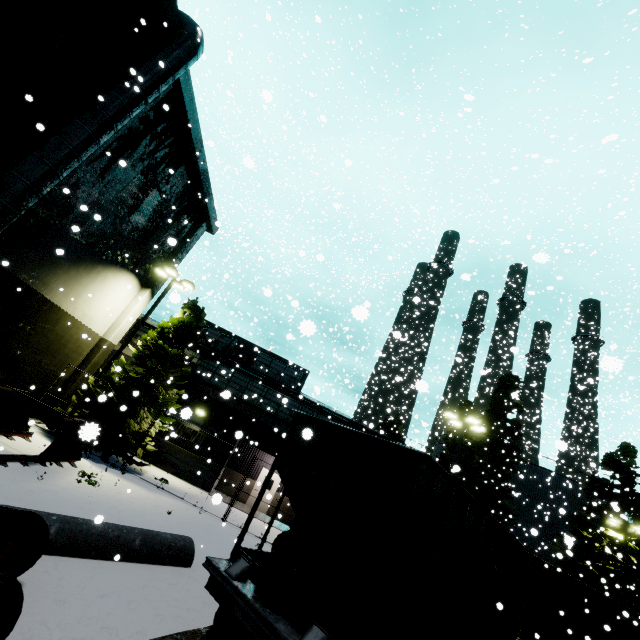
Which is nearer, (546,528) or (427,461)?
(427,461)

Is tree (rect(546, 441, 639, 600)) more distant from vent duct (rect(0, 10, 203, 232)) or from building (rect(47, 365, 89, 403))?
vent duct (rect(0, 10, 203, 232))

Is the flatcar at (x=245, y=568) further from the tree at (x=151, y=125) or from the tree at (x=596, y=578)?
the tree at (x=596, y=578)

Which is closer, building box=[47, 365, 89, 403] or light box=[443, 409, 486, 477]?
building box=[47, 365, 89, 403]

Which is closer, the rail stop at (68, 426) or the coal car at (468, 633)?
the coal car at (468, 633)

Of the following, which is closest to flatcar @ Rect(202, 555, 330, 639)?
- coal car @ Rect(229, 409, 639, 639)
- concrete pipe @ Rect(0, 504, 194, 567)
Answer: coal car @ Rect(229, 409, 639, 639)

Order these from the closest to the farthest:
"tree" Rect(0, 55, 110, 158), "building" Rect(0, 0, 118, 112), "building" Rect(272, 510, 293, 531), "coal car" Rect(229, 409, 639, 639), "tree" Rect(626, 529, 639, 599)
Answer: "coal car" Rect(229, 409, 639, 639)
"building" Rect(0, 0, 118, 112)
"tree" Rect(0, 55, 110, 158)
"building" Rect(272, 510, 293, 531)
"tree" Rect(626, 529, 639, 599)

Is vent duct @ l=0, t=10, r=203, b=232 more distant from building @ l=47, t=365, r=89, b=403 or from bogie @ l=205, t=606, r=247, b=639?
bogie @ l=205, t=606, r=247, b=639
